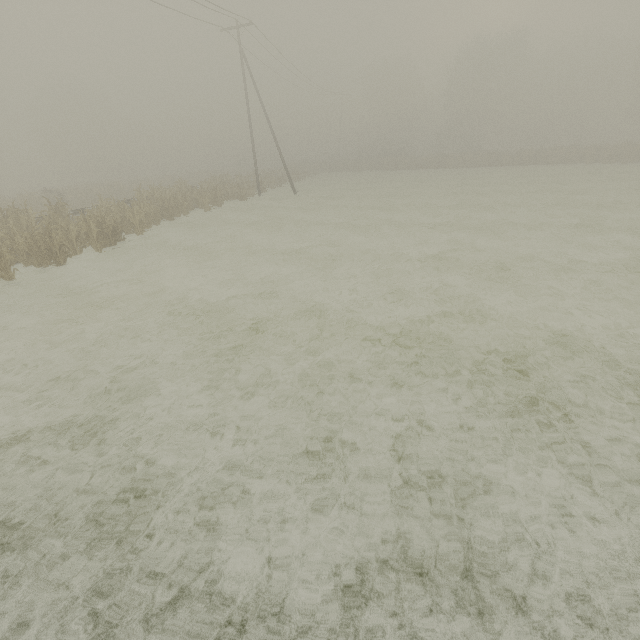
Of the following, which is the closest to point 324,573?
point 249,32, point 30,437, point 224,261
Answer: point 30,437

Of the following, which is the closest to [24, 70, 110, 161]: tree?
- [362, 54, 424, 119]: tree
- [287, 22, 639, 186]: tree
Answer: [362, 54, 424, 119]: tree

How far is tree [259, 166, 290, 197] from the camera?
32.22m

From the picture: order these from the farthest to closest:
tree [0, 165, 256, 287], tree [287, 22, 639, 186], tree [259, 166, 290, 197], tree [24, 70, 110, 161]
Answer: tree [24, 70, 110, 161], tree [287, 22, 639, 186], tree [259, 166, 290, 197], tree [0, 165, 256, 287]

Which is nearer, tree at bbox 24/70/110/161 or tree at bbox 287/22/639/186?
tree at bbox 287/22/639/186

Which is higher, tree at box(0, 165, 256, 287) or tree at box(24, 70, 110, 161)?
tree at box(24, 70, 110, 161)

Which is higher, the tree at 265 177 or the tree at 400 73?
the tree at 400 73

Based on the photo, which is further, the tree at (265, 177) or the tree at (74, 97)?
the tree at (74, 97)
